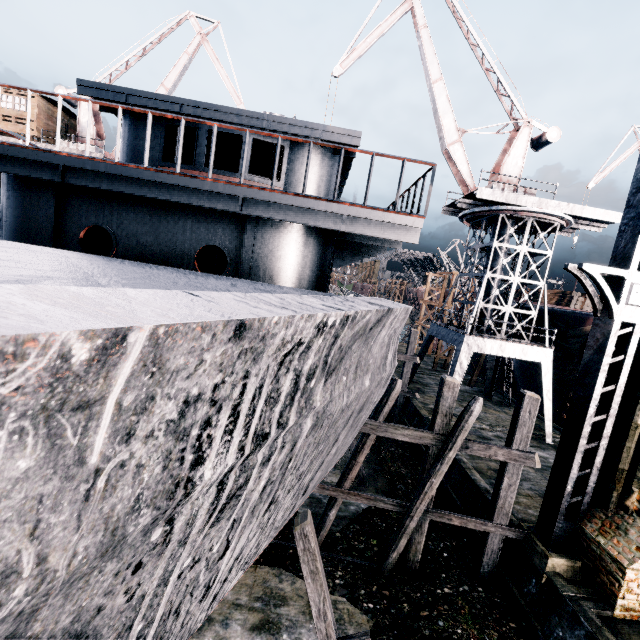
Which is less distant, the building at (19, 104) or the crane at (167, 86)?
the building at (19, 104)

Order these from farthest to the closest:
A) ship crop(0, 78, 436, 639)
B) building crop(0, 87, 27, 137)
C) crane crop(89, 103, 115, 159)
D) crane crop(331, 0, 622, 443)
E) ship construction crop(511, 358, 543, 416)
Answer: ship construction crop(511, 358, 543, 416), crane crop(89, 103, 115, 159), building crop(0, 87, 27, 137), crane crop(331, 0, 622, 443), ship crop(0, 78, 436, 639)

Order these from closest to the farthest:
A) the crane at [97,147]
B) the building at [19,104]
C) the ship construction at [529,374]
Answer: the building at [19,104], the crane at [97,147], the ship construction at [529,374]

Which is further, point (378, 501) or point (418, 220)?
point (378, 501)

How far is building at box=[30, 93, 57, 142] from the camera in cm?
2506

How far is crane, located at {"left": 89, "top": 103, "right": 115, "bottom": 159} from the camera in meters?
25.4

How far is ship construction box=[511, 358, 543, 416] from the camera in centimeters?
2608cm
